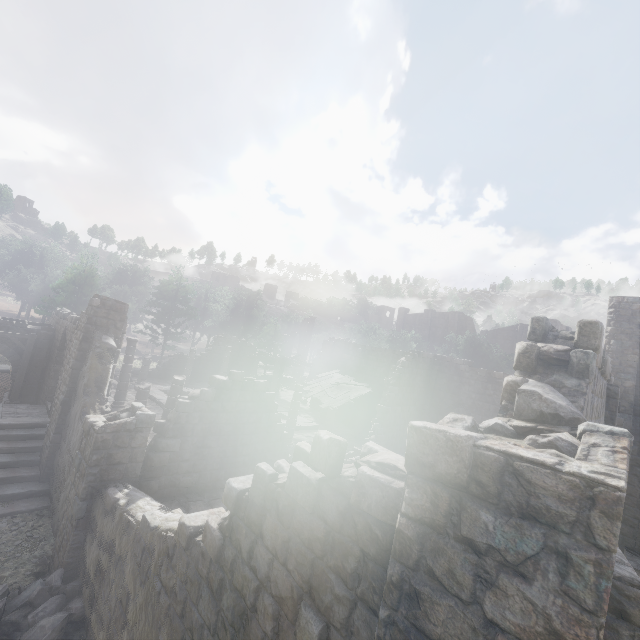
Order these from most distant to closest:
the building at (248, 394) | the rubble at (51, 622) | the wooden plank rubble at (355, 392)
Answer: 1. the wooden plank rubble at (355, 392)
2. the rubble at (51, 622)
3. the building at (248, 394)

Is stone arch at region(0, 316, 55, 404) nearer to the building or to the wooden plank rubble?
the building

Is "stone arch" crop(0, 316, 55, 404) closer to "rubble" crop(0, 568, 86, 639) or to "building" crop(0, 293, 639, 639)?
"building" crop(0, 293, 639, 639)

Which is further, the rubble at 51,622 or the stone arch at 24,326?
the stone arch at 24,326

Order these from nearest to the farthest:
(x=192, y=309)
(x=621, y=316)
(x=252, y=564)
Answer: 1. (x=252, y=564)
2. (x=621, y=316)
3. (x=192, y=309)

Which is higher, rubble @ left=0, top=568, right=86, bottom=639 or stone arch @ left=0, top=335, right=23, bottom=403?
stone arch @ left=0, top=335, right=23, bottom=403

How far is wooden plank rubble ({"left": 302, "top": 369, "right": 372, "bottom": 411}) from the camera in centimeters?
2120cm
